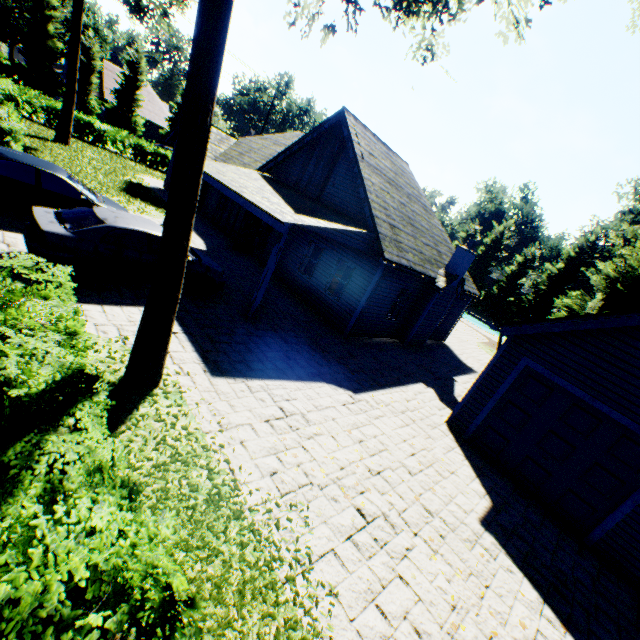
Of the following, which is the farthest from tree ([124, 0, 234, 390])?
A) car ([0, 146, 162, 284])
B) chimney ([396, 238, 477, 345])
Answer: chimney ([396, 238, 477, 345])

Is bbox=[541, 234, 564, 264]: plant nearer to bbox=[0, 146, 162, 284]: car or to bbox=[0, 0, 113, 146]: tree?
bbox=[0, 0, 113, 146]: tree

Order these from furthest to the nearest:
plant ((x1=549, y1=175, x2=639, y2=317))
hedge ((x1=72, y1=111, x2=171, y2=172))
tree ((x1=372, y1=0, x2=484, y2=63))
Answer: plant ((x1=549, y1=175, x2=639, y2=317)) → hedge ((x1=72, y1=111, x2=171, y2=172)) → tree ((x1=372, y1=0, x2=484, y2=63))

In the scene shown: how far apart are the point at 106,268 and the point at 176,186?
4.8m

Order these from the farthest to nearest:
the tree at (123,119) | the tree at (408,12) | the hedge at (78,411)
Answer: the tree at (123,119) → the tree at (408,12) → the hedge at (78,411)

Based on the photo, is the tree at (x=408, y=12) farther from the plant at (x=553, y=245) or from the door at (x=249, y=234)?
the door at (x=249, y=234)

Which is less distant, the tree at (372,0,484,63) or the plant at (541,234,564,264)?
the tree at (372,0,484,63)

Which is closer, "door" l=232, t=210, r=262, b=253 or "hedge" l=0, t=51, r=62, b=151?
"hedge" l=0, t=51, r=62, b=151
